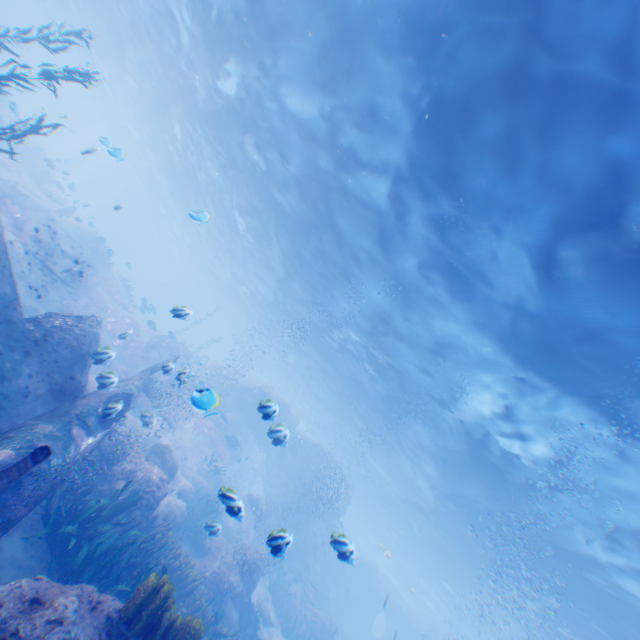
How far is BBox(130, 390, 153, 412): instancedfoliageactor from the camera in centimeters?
1886cm

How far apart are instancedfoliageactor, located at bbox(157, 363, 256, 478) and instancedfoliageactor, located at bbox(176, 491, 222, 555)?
7.2m

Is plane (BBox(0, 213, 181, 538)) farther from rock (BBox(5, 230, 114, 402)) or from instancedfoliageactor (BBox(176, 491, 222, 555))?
instancedfoliageactor (BBox(176, 491, 222, 555))

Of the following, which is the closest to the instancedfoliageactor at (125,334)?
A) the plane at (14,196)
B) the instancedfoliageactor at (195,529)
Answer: the plane at (14,196)

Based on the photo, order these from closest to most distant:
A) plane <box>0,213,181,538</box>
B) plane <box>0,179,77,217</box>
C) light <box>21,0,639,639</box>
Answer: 1. plane <box>0,213,181,538</box>
2. light <box>21,0,639,639</box>
3. plane <box>0,179,77,217</box>

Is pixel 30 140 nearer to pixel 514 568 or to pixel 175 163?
pixel 175 163

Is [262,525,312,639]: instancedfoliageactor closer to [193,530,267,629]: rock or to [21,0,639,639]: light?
[193,530,267,629]: rock

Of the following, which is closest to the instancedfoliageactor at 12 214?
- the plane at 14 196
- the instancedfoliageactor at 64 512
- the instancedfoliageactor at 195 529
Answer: the plane at 14 196
